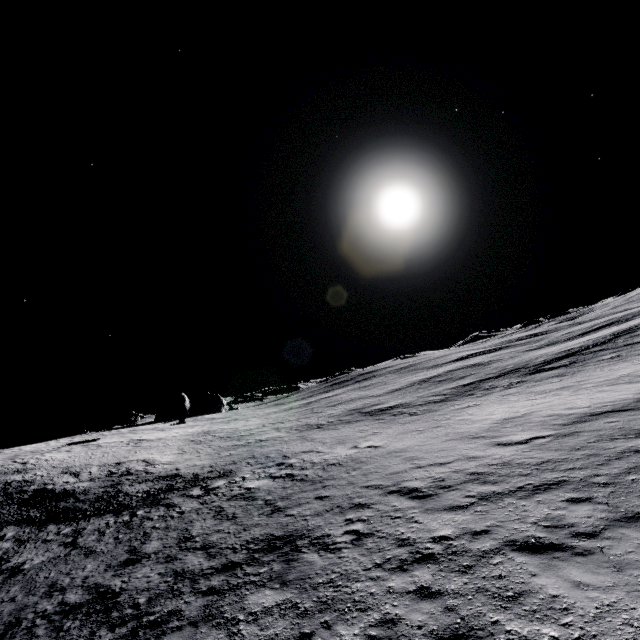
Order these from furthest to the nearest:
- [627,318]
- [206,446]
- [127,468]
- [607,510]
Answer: [627,318], [206,446], [127,468], [607,510]
